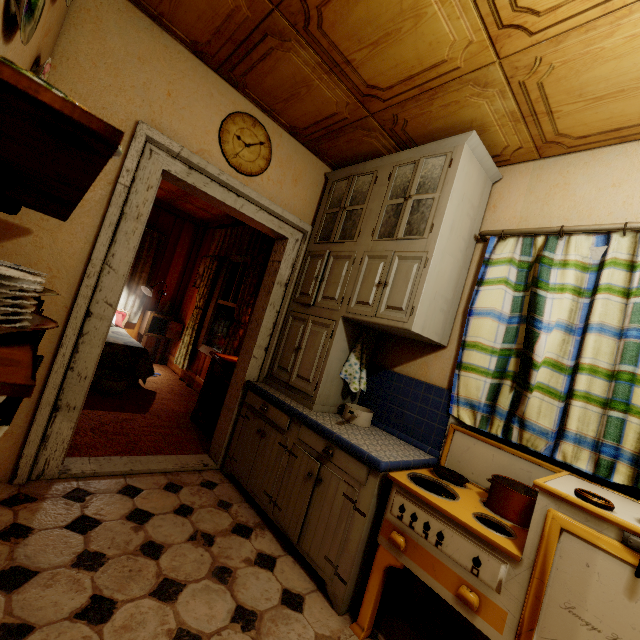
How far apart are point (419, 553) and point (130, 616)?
1.3m

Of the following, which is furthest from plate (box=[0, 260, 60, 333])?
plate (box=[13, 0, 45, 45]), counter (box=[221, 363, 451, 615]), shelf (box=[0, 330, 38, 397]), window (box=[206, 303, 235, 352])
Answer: window (box=[206, 303, 235, 352])

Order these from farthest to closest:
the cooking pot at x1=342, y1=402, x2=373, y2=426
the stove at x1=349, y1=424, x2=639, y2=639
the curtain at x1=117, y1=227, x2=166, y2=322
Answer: the curtain at x1=117, y1=227, x2=166, y2=322 < the cooking pot at x1=342, y1=402, x2=373, y2=426 < the stove at x1=349, y1=424, x2=639, y2=639

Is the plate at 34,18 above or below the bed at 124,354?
above

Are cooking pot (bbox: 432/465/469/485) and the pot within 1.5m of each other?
yes

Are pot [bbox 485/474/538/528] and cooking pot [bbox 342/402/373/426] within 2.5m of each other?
yes

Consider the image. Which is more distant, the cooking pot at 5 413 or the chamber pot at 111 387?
the chamber pot at 111 387

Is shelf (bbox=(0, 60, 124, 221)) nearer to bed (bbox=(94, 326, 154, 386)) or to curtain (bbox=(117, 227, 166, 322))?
bed (bbox=(94, 326, 154, 386))
